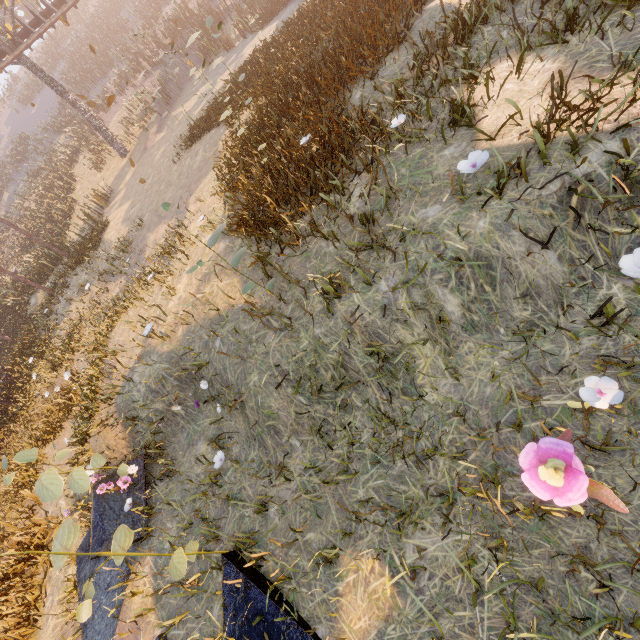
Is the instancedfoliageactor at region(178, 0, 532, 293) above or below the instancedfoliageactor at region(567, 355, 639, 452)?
above

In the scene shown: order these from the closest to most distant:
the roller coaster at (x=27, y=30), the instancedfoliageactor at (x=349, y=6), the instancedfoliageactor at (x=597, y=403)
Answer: the instancedfoliageactor at (x=597, y=403) < the instancedfoliageactor at (x=349, y=6) < the roller coaster at (x=27, y=30)

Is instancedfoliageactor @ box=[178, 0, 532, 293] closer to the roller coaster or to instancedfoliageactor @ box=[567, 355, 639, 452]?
instancedfoliageactor @ box=[567, 355, 639, 452]

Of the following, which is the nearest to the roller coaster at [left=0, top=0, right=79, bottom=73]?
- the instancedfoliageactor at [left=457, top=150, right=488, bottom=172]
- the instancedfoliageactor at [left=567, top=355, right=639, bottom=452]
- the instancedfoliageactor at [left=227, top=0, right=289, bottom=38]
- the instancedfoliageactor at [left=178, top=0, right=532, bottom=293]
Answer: the instancedfoliageactor at [left=227, top=0, right=289, bottom=38]

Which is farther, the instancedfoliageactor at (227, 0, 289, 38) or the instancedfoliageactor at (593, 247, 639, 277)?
the instancedfoliageactor at (227, 0, 289, 38)

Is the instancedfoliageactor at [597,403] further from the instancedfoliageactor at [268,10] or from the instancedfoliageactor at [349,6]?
the instancedfoliageactor at [268,10]

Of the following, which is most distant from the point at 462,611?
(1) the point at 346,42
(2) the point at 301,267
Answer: (1) the point at 346,42

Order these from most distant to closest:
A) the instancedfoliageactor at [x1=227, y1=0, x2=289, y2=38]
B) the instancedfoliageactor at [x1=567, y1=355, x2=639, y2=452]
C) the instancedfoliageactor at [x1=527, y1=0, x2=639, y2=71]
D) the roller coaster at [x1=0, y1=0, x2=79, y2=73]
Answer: the roller coaster at [x1=0, y1=0, x2=79, y2=73]
the instancedfoliageactor at [x1=227, y1=0, x2=289, y2=38]
the instancedfoliageactor at [x1=527, y1=0, x2=639, y2=71]
the instancedfoliageactor at [x1=567, y1=355, x2=639, y2=452]
